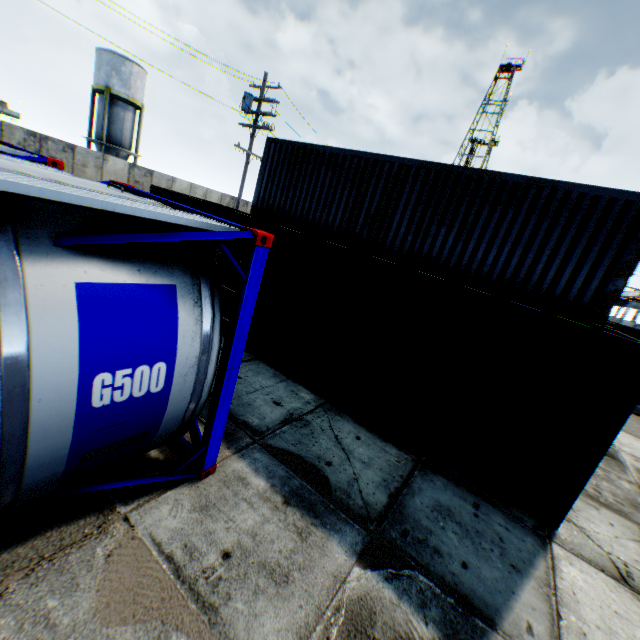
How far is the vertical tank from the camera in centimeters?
2886cm

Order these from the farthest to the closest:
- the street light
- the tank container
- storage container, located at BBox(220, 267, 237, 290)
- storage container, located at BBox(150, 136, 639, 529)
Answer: the street light
storage container, located at BBox(220, 267, 237, 290)
storage container, located at BBox(150, 136, 639, 529)
the tank container

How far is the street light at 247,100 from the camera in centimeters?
1634cm

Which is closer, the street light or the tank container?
the tank container

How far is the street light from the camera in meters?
16.3

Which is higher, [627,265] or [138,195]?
[627,265]

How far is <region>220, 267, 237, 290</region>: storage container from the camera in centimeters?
831cm

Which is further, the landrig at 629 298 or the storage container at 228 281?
the landrig at 629 298
